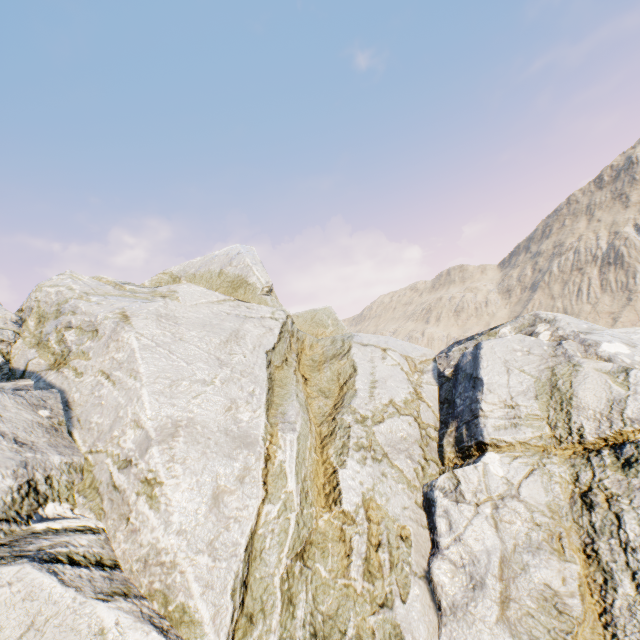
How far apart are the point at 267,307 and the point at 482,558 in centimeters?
752cm
